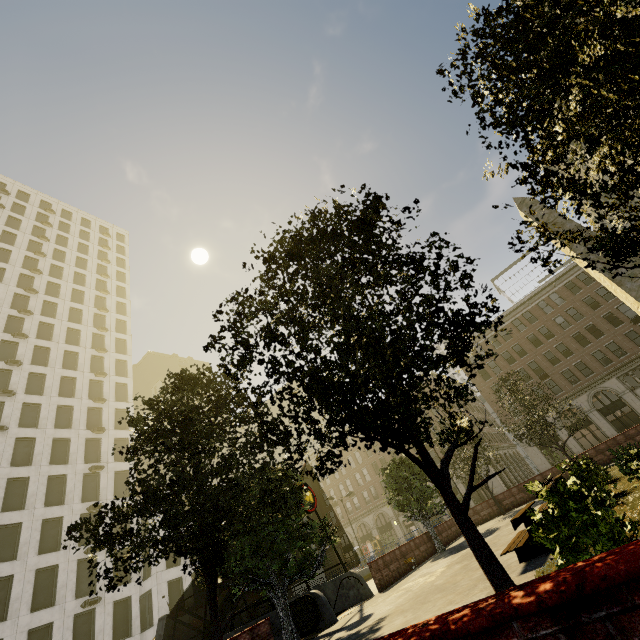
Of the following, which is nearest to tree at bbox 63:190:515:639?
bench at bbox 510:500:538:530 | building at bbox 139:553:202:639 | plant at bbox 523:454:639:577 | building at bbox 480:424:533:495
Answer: plant at bbox 523:454:639:577

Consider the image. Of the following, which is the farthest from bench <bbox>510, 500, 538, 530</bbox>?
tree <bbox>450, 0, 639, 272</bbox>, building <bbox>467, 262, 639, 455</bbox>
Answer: building <bbox>467, 262, 639, 455</bbox>

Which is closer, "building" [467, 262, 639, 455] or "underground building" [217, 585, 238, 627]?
"underground building" [217, 585, 238, 627]

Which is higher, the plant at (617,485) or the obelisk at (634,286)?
the obelisk at (634,286)

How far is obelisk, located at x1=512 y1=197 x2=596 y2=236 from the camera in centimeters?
1424cm

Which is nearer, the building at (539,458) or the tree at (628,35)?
the tree at (628,35)

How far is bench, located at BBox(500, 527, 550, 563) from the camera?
7.54m

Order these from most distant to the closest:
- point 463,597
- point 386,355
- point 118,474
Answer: point 118,474 → point 463,597 → point 386,355
